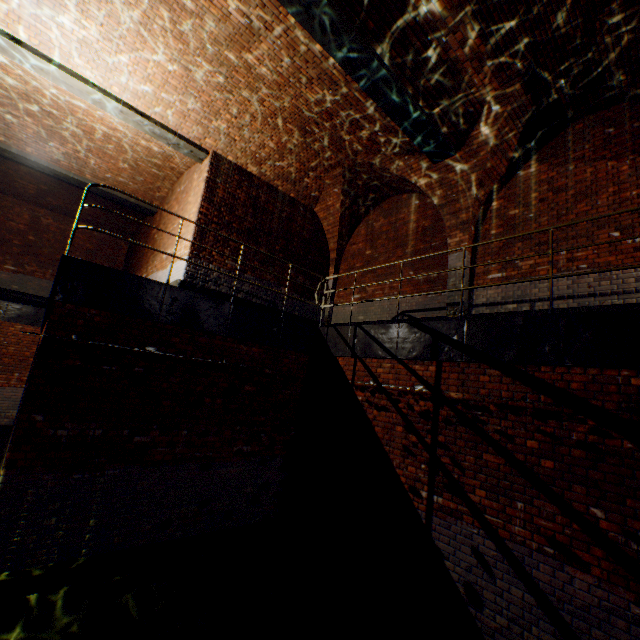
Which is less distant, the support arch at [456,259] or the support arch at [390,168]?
the support arch at [390,168]

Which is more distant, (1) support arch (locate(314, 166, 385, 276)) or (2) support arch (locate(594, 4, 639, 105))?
(1) support arch (locate(314, 166, 385, 276))

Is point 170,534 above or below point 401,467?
below

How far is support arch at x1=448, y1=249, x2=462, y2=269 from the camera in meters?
7.7 m

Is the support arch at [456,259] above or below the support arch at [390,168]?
below

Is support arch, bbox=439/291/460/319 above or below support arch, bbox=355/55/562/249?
below

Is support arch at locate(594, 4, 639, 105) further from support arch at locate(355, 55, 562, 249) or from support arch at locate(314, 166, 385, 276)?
support arch at locate(314, 166, 385, 276)

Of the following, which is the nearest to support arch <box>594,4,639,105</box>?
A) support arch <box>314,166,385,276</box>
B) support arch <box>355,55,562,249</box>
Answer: support arch <box>355,55,562,249</box>
